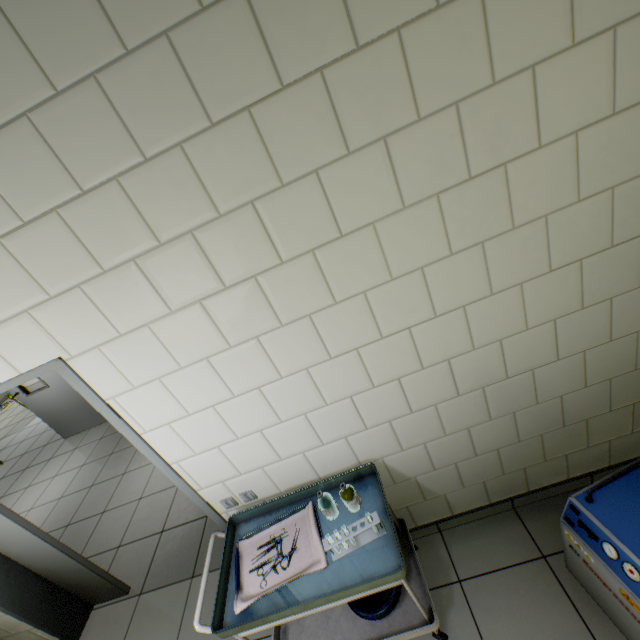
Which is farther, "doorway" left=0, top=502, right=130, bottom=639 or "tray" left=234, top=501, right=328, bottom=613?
"doorway" left=0, top=502, right=130, bottom=639

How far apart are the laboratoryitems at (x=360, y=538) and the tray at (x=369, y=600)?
0.4 meters

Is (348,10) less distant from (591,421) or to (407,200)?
(407,200)

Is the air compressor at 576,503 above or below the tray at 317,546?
below

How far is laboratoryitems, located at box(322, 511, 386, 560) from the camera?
1.46m

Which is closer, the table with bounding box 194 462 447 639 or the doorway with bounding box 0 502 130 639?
the table with bounding box 194 462 447 639

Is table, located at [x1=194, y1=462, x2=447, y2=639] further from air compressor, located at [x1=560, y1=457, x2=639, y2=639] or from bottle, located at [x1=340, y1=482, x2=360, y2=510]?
air compressor, located at [x1=560, y1=457, x2=639, y2=639]

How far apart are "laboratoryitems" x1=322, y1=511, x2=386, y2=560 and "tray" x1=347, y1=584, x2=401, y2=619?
0.4m
